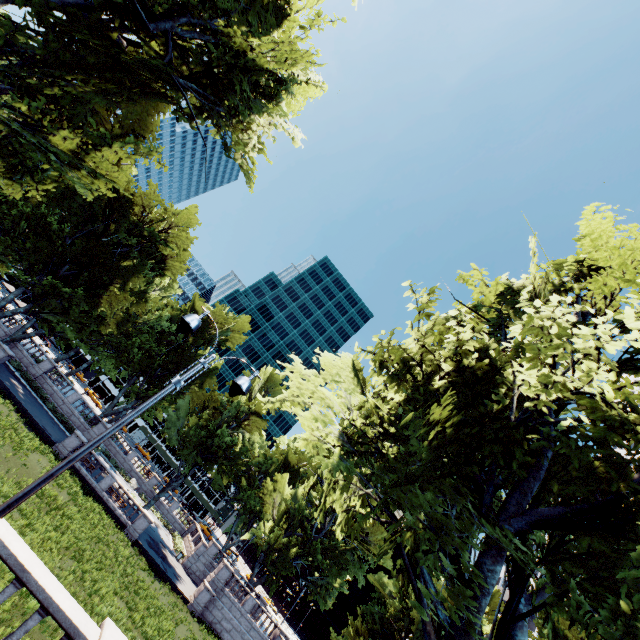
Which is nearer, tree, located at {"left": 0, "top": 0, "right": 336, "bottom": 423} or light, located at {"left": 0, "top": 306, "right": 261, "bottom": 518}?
light, located at {"left": 0, "top": 306, "right": 261, "bottom": 518}

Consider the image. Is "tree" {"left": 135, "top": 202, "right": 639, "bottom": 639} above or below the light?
above

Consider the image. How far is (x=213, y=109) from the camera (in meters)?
12.14

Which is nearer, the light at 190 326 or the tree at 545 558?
the light at 190 326

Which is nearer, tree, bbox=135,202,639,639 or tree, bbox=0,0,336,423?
tree, bbox=135,202,639,639

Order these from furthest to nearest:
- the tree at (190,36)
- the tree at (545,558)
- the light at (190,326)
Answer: the tree at (190,36)
the tree at (545,558)
the light at (190,326)

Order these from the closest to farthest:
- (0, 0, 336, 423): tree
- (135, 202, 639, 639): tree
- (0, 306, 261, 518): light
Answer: (0, 306, 261, 518): light
(135, 202, 639, 639): tree
(0, 0, 336, 423): tree
